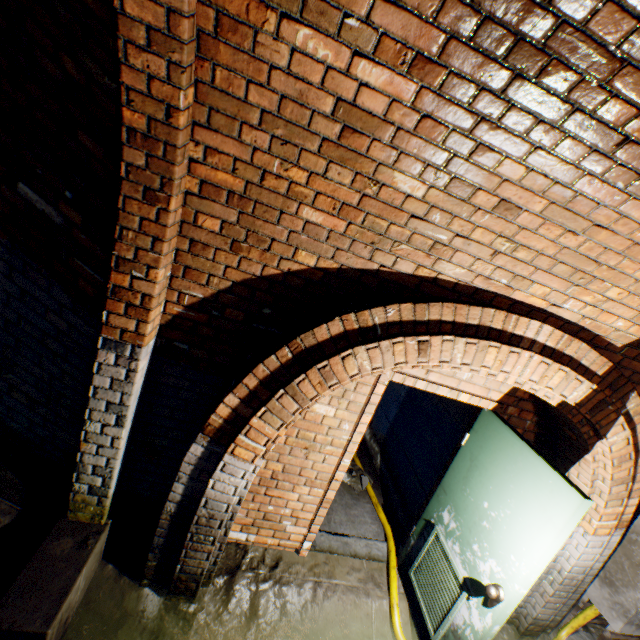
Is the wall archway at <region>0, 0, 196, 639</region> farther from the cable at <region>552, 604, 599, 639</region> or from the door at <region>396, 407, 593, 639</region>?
the cable at <region>552, 604, 599, 639</region>

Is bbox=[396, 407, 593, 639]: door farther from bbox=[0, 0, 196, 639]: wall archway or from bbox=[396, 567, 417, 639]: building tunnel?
bbox=[0, 0, 196, 639]: wall archway

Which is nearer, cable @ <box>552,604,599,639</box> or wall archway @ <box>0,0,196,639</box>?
wall archway @ <box>0,0,196,639</box>

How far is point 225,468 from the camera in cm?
226

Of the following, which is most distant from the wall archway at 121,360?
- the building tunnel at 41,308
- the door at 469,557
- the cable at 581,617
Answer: the cable at 581,617

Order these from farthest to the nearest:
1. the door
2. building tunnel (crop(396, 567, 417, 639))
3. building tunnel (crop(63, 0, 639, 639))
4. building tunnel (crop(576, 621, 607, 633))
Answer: building tunnel (crop(576, 621, 607, 633)) < building tunnel (crop(396, 567, 417, 639)) < the door < building tunnel (crop(63, 0, 639, 639))

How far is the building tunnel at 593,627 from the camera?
3.65m

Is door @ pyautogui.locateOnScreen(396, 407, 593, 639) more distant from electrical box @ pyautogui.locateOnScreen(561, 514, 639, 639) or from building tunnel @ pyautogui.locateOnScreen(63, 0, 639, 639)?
electrical box @ pyautogui.locateOnScreen(561, 514, 639, 639)
